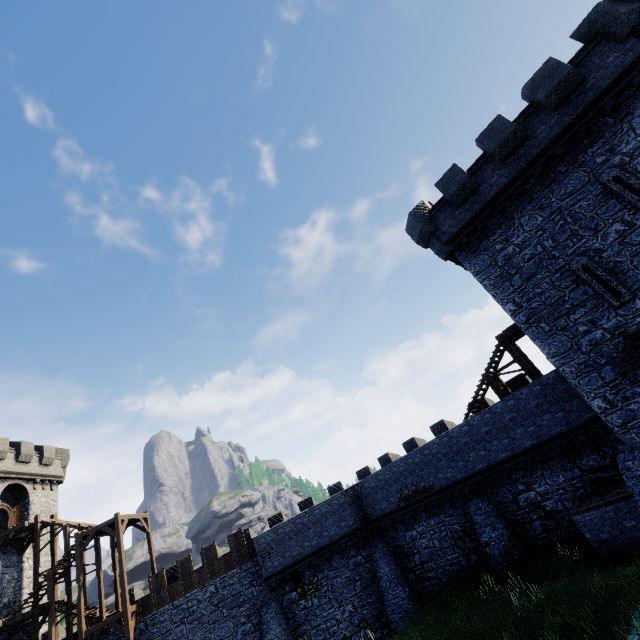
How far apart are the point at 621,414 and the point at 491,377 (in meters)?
7.13

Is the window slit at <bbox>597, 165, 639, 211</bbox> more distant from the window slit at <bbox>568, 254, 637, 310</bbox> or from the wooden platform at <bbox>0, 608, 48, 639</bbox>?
the wooden platform at <bbox>0, 608, 48, 639</bbox>

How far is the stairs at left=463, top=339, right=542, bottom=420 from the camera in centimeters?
1794cm

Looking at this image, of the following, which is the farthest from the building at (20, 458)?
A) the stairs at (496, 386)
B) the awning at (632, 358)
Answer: the awning at (632, 358)

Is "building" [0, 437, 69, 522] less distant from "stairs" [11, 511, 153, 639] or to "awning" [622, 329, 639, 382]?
"stairs" [11, 511, 153, 639]

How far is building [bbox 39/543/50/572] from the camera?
27.6 meters

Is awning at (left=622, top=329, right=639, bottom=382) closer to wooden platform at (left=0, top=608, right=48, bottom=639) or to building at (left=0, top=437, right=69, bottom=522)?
wooden platform at (left=0, top=608, right=48, bottom=639)

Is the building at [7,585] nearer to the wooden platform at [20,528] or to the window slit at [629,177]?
the wooden platform at [20,528]
